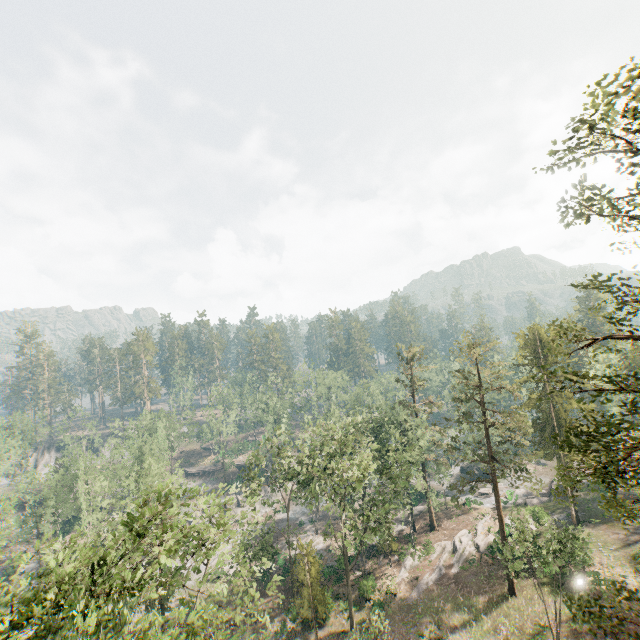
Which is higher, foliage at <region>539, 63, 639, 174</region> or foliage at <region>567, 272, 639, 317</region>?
foliage at <region>539, 63, 639, 174</region>

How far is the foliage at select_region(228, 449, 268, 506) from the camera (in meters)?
27.23

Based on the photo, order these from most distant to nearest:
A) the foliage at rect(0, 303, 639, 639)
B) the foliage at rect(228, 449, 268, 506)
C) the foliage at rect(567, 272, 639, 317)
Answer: the foliage at rect(228, 449, 268, 506), the foliage at rect(0, 303, 639, 639), the foliage at rect(567, 272, 639, 317)

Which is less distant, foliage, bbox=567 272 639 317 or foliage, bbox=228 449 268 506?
foliage, bbox=567 272 639 317

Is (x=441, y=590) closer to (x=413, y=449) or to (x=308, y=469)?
(x=413, y=449)

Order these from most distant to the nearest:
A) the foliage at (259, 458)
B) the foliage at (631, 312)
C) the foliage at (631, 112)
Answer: the foliage at (259, 458), the foliage at (631, 112), the foliage at (631, 312)

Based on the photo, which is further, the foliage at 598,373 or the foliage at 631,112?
the foliage at 598,373
